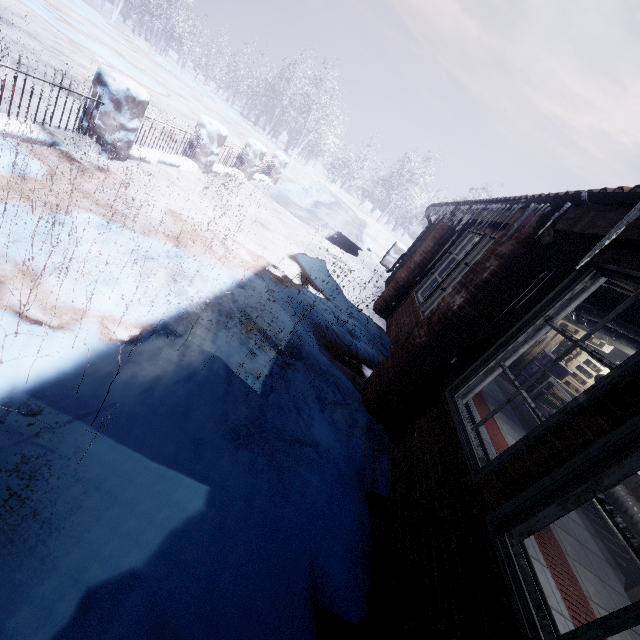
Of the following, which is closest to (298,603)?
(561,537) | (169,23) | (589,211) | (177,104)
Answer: (589,211)

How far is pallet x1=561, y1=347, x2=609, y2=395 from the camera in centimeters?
749cm

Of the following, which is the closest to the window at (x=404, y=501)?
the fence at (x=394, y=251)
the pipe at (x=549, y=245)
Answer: the pipe at (x=549, y=245)

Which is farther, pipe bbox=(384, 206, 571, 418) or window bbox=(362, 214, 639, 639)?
pipe bbox=(384, 206, 571, 418)

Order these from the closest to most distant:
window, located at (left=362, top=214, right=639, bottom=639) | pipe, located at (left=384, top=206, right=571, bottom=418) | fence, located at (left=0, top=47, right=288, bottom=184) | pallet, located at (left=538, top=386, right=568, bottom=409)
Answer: window, located at (left=362, top=214, right=639, bottom=639) → pipe, located at (left=384, top=206, right=571, bottom=418) → fence, located at (left=0, top=47, right=288, bottom=184) → pallet, located at (left=538, top=386, right=568, bottom=409)

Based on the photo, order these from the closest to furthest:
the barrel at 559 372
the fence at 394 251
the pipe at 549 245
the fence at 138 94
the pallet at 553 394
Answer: the pipe at 549 245 → the fence at 138 94 → the barrel at 559 372 → the pallet at 553 394 → the fence at 394 251

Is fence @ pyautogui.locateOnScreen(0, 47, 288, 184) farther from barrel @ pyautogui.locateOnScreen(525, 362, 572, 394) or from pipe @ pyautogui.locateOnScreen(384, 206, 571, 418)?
barrel @ pyautogui.locateOnScreen(525, 362, 572, 394)

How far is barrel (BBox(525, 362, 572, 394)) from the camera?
7.1m
